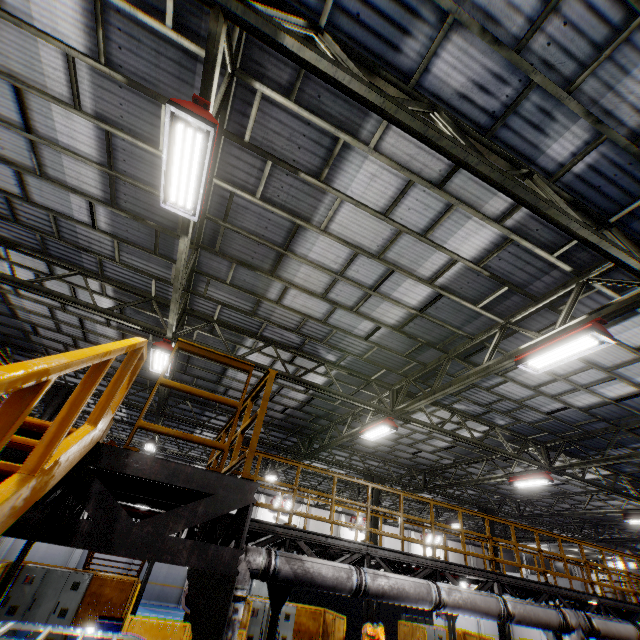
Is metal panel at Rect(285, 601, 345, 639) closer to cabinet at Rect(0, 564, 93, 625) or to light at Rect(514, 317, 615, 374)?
cabinet at Rect(0, 564, 93, 625)

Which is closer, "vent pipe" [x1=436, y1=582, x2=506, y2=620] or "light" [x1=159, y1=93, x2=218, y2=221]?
"light" [x1=159, y1=93, x2=218, y2=221]

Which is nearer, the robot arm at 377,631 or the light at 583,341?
the light at 583,341

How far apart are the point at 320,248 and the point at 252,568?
6.4m

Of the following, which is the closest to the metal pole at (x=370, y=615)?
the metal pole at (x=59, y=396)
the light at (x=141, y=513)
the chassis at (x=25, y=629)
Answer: the chassis at (x=25, y=629)

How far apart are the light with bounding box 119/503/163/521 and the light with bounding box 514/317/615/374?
8.2 meters

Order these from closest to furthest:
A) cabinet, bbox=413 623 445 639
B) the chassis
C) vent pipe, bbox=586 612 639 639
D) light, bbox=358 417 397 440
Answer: the chassis < vent pipe, bbox=586 612 639 639 < light, bbox=358 417 397 440 < cabinet, bbox=413 623 445 639

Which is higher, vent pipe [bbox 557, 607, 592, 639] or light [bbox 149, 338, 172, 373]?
light [bbox 149, 338, 172, 373]
